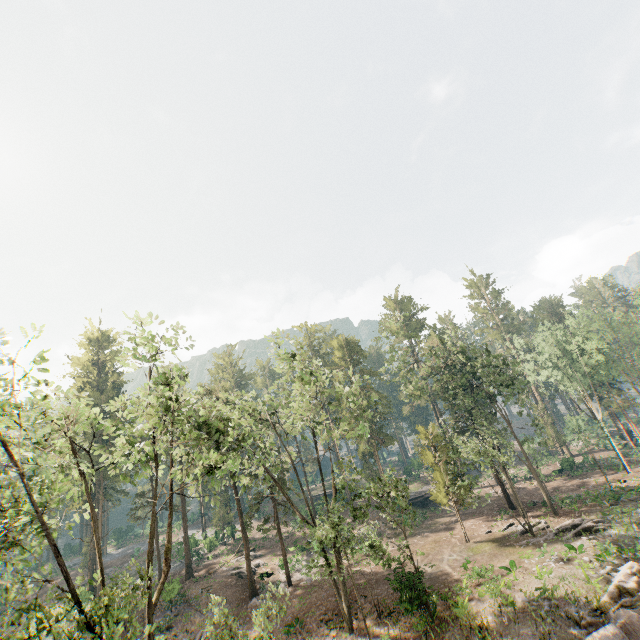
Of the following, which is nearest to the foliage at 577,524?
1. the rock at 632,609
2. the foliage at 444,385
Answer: the rock at 632,609

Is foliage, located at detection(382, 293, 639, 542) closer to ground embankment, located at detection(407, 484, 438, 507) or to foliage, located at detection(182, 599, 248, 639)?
ground embankment, located at detection(407, 484, 438, 507)

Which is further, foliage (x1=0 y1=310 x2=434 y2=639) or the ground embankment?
the ground embankment

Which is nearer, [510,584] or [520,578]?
[510,584]

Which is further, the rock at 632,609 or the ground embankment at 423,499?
the ground embankment at 423,499

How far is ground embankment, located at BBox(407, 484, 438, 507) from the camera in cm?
4525

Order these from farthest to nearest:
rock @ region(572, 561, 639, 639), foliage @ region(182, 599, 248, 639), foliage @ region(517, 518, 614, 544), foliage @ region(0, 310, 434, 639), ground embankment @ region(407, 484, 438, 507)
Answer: ground embankment @ region(407, 484, 438, 507)
foliage @ region(517, 518, 614, 544)
rock @ region(572, 561, 639, 639)
foliage @ region(182, 599, 248, 639)
foliage @ region(0, 310, 434, 639)

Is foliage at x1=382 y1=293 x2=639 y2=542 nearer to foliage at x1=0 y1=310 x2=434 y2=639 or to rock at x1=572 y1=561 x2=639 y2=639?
rock at x1=572 y1=561 x2=639 y2=639
